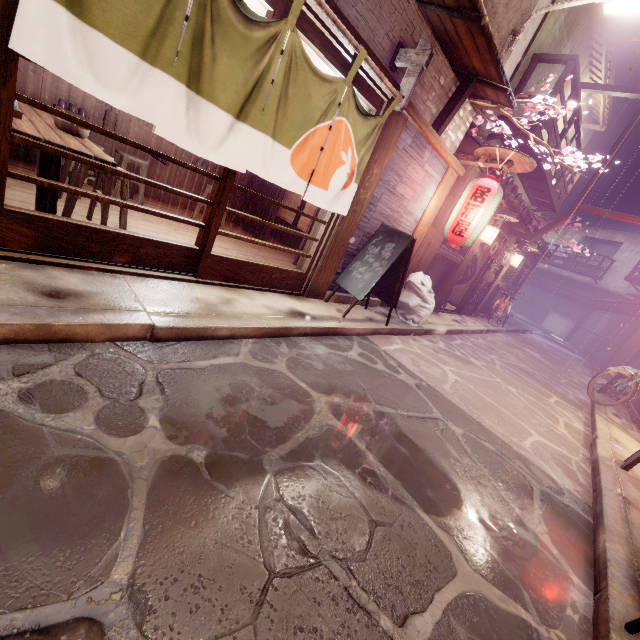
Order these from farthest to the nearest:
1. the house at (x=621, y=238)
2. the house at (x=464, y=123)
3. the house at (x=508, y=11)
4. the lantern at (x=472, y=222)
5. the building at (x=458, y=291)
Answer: the house at (x=621, y=238) < the building at (x=458, y=291) < the house at (x=464, y=123) < the lantern at (x=472, y=222) < the house at (x=508, y=11)

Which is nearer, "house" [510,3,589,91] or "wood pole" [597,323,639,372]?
"house" [510,3,589,91]

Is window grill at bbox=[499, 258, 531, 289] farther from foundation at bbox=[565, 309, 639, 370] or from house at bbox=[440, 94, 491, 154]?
house at bbox=[440, 94, 491, 154]

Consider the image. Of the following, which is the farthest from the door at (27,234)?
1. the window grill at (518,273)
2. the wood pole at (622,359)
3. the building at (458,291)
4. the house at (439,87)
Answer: the window grill at (518,273)

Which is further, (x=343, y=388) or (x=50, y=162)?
(x=343, y=388)

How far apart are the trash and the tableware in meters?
9.5 m

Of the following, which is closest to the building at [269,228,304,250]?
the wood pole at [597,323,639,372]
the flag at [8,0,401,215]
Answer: the flag at [8,0,401,215]

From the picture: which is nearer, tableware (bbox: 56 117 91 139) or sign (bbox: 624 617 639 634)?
sign (bbox: 624 617 639 634)
